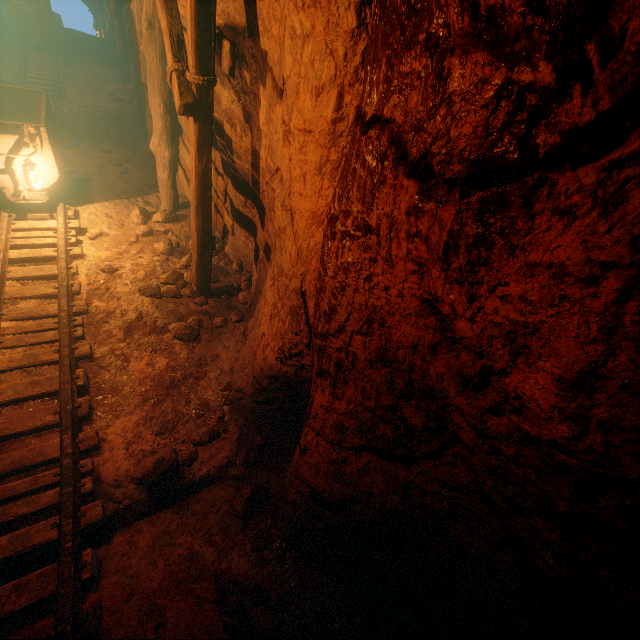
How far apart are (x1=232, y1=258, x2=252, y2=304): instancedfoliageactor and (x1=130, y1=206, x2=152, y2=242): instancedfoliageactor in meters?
1.6 m

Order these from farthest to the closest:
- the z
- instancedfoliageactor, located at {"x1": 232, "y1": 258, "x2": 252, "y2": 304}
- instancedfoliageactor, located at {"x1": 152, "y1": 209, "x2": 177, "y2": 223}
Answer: the z → instancedfoliageactor, located at {"x1": 152, "y1": 209, "x2": 177, "y2": 223} → instancedfoliageactor, located at {"x1": 232, "y1": 258, "x2": 252, "y2": 304}

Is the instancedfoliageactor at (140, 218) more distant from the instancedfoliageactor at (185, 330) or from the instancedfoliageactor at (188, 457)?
the instancedfoliageactor at (188, 457)

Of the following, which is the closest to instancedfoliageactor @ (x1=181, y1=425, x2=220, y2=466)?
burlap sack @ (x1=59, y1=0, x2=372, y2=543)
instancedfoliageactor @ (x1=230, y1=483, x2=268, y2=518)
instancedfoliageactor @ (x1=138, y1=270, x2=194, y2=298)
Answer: burlap sack @ (x1=59, y1=0, x2=372, y2=543)

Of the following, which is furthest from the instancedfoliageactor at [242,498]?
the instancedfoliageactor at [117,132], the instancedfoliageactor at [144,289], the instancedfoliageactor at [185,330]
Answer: the instancedfoliageactor at [117,132]

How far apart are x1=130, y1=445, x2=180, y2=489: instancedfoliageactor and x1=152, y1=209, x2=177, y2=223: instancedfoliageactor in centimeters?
429cm

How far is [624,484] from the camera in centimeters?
106cm

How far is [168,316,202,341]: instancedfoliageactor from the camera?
4.47m
